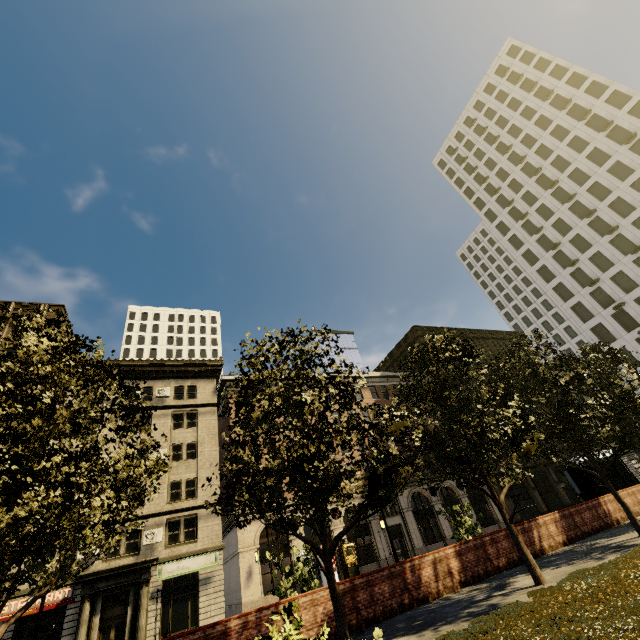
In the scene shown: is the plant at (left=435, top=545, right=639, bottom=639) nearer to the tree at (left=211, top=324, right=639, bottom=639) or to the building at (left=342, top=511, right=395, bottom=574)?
the tree at (left=211, top=324, right=639, bottom=639)

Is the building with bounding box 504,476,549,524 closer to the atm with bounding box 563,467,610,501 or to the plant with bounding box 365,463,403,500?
the atm with bounding box 563,467,610,501

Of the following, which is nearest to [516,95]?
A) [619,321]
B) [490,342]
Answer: [619,321]

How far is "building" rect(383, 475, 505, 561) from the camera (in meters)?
31.33

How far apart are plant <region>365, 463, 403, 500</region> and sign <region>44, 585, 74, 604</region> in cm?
2579

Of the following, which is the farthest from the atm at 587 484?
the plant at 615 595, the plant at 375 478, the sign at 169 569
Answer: the sign at 169 569

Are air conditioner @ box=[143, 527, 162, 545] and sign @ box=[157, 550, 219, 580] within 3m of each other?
yes

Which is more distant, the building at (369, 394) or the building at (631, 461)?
the building at (631, 461)
